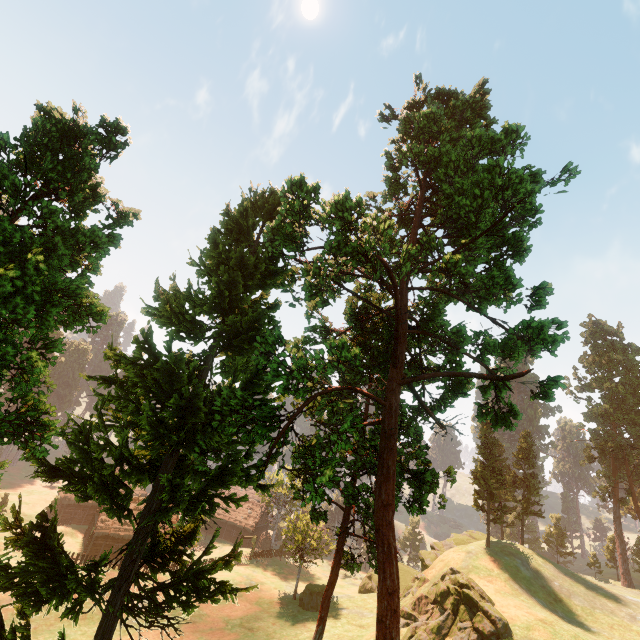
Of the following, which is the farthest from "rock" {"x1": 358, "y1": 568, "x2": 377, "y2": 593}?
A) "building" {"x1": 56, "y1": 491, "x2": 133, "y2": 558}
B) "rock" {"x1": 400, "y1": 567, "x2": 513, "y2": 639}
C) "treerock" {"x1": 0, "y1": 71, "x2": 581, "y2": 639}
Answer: "building" {"x1": 56, "y1": 491, "x2": 133, "y2": 558}

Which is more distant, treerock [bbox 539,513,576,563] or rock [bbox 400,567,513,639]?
treerock [bbox 539,513,576,563]

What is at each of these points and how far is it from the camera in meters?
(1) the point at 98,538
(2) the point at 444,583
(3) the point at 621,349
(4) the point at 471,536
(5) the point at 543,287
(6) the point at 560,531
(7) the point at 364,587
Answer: (1) building, 48.5
(2) rock, 34.5
(3) treerock, 56.4
(4) rock, 48.3
(5) treerock, 15.2
(6) treerock, 56.9
(7) rock, 50.0

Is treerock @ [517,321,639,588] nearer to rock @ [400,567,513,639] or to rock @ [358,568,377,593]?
rock @ [358,568,377,593]

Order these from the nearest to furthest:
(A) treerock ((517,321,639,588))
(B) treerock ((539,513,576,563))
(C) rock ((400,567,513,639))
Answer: (C) rock ((400,567,513,639))
(A) treerock ((517,321,639,588))
(B) treerock ((539,513,576,563))

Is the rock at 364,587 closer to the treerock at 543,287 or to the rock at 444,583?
the treerock at 543,287

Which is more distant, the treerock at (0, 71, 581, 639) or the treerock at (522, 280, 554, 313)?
the treerock at (522, 280, 554, 313)
